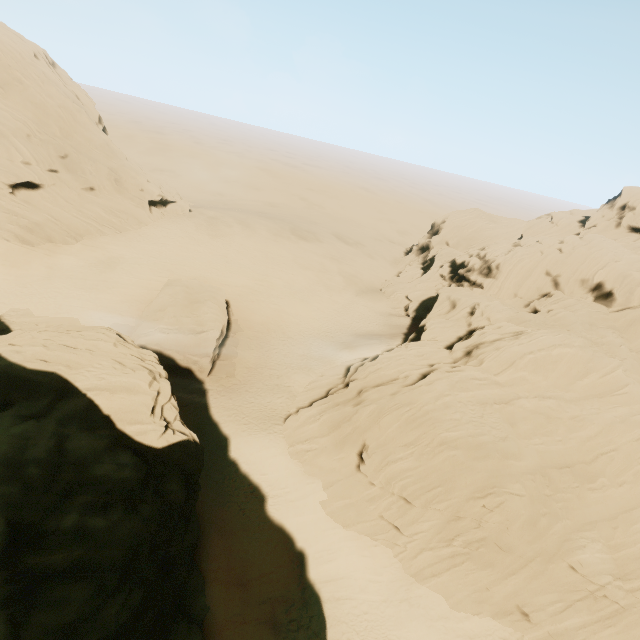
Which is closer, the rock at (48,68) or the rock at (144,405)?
the rock at (144,405)

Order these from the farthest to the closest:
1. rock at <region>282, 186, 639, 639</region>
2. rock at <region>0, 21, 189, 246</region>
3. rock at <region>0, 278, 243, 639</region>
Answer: rock at <region>0, 21, 189, 246</region>
rock at <region>282, 186, 639, 639</region>
rock at <region>0, 278, 243, 639</region>

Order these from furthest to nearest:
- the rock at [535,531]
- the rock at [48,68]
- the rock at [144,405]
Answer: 1. the rock at [48,68]
2. the rock at [535,531]
3. the rock at [144,405]

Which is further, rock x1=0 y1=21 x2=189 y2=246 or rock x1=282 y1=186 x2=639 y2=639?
rock x1=0 y1=21 x2=189 y2=246

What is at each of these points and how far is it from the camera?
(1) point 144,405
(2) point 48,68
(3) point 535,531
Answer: (1) rock, 16.3m
(2) rock, 41.0m
(3) rock, 20.9m
